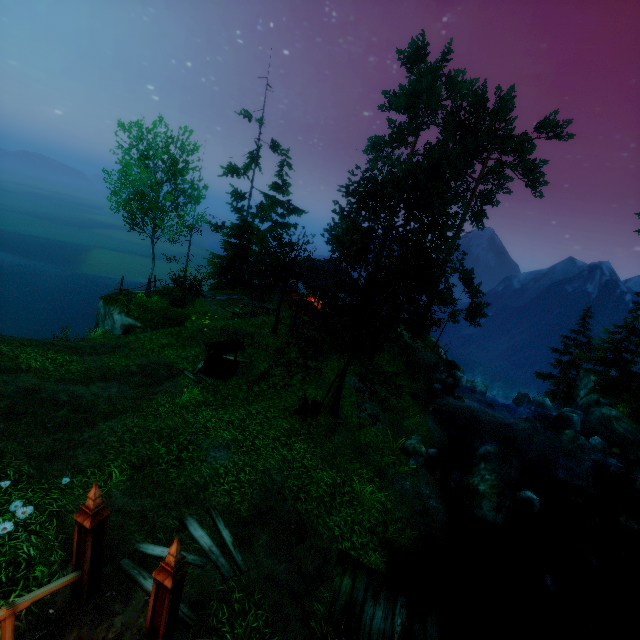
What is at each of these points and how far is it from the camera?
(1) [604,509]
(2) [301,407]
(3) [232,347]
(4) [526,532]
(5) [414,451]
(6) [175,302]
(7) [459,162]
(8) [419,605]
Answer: (1) rock, 15.6m
(2) basket, 13.2m
(3) well, 15.1m
(4) rock, 12.2m
(5) rock, 13.8m
(6) log, 21.1m
(7) tree, 23.6m
(8) wooden platform, 7.9m

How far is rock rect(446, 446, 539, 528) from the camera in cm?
1206

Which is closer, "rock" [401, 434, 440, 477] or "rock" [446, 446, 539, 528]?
"rock" [446, 446, 539, 528]

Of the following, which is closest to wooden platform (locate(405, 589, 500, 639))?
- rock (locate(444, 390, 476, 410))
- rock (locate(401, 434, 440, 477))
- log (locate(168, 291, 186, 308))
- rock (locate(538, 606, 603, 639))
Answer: rock (locate(538, 606, 603, 639))

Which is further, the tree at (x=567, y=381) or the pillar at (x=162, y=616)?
the tree at (x=567, y=381)

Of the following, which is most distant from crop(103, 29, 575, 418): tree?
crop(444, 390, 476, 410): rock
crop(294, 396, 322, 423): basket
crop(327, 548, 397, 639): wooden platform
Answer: crop(444, 390, 476, 410): rock

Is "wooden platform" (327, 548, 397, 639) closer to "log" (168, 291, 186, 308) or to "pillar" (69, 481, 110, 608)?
"pillar" (69, 481, 110, 608)

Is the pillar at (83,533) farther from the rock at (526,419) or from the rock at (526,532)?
the rock at (526,419)
